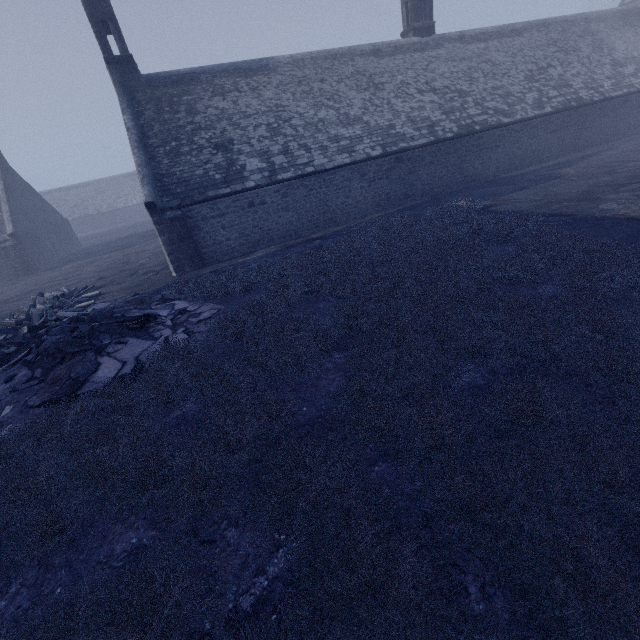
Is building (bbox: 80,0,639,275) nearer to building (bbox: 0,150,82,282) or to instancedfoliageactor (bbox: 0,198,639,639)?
instancedfoliageactor (bbox: 0,198,639,639)

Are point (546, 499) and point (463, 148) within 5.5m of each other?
no

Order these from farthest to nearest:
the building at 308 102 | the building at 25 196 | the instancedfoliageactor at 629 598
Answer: the building at 25 196 < the building at 308 102 < the instancedfoliageactor at 629 598

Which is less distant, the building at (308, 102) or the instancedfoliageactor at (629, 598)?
the instancedfoliageactor at (629, 598)

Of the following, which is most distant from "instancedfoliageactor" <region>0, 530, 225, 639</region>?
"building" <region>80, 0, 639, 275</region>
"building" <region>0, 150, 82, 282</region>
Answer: "building" <region>0, 150, 82, 282</region>

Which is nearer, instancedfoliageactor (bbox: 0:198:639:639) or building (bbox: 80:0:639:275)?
instancedfoliageactor (bbox: 0:198:639:639)
